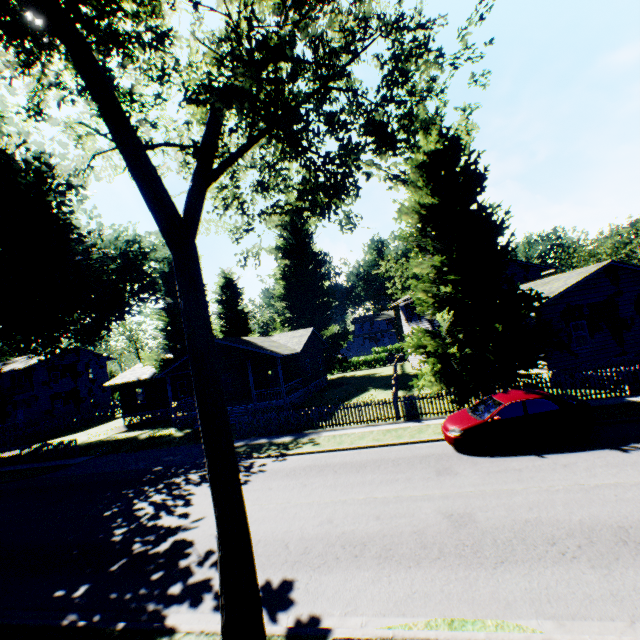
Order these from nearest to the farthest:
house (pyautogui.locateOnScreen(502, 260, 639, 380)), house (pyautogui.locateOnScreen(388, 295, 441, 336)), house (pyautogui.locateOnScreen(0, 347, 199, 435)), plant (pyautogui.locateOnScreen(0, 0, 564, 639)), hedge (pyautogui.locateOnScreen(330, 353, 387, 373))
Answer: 1. plant (pyautogui.locateOnScreen(0, 0, 564, 639))
2. house (pyautogui.locateOnScreen(502, 260, 639, 380))
3. house (pyautogui.locateOnScreen(0, 347, 199, 435))
4. house (pyautogui.locateOnScreen(388, 295, 441, 336))
5. hedge (pyautogui.locateOnScreen(330, 353, 387, 373))

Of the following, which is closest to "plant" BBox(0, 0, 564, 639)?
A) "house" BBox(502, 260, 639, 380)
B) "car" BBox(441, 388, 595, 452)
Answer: "house" BBox(502, 260, 639, 380)

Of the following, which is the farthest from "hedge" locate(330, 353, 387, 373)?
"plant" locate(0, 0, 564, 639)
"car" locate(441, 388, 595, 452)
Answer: "car" locate(441, 388, 595, 452)

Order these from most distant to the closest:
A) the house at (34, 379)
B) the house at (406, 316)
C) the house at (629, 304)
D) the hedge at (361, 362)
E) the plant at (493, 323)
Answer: the hedge at (361, 362), the house at (406, 316), the house at (34, 379), the house at (629, 304), the plant at (493, 323)

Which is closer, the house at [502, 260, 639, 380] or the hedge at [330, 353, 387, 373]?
the house at [502, 260, 639, 380]

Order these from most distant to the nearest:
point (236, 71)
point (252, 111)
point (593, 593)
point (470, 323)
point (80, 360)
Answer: point (80, 360) < point (470, 323) < point (252, 111) < point (593, 593) < point (236, 71)

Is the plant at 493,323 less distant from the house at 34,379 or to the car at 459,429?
the house at 34,379

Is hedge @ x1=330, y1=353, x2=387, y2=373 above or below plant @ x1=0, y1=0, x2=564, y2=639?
below
